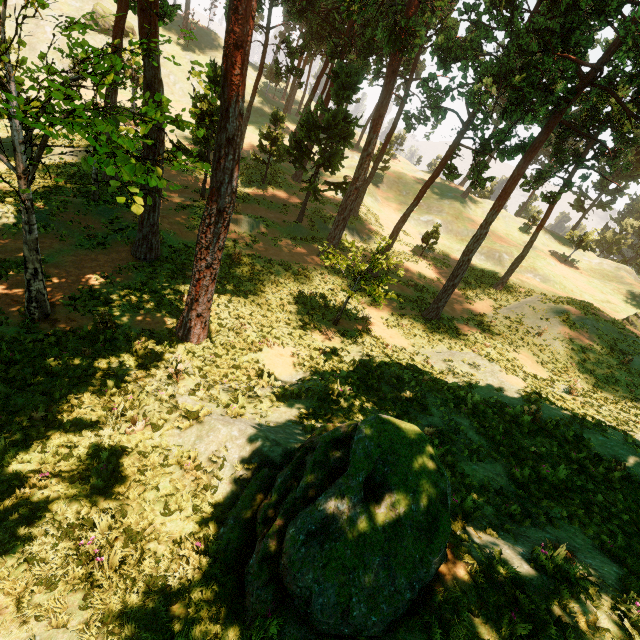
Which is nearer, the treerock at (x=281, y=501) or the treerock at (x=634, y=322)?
the treerock at (x=281, y=501)

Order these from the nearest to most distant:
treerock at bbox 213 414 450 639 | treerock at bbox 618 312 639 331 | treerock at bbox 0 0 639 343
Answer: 1. treerock at bbox 213 414 450 639
2. treerock at bbox 0 0 639 343
3. treerock at bbox 618 312 639 331

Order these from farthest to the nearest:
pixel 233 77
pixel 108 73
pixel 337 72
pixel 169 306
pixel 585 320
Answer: pixel 585 320, pixel 337 72, pixel 108 73, pixel 169 306, pixel 233 77

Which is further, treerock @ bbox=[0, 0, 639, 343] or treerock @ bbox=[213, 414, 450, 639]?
treerock @ bbox=[0, 0, 639, 343]

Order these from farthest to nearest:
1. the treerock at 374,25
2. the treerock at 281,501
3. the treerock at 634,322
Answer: the treerock at 634,322 < the treerock at 374,25 < the treerock at 281,501

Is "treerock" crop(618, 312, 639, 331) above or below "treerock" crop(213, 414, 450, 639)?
above
